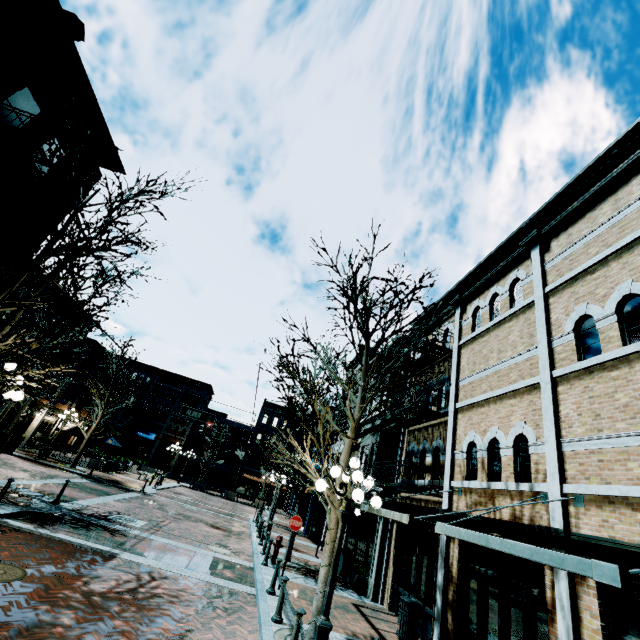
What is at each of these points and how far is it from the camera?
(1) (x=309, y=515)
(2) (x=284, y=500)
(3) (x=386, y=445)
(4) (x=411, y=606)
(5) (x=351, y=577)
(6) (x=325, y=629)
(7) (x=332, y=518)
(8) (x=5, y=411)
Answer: (1) building, 25.3 meters
(2) building, 45.2 meters
(3) banner, 14.2 meters
(4) garbage, 9.0 meters
(5) planter, 13.0 meters
(6) light, 5.7 meters
(7) tree, 7.9 meters
(8) building, 26.2 meters

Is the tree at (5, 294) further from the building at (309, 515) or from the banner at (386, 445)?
the banner at (386, 445)

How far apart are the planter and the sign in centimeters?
399cm

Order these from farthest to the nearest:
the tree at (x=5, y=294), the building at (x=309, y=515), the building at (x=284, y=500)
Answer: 1. the building at (x=284, y=500)
2. the building at (x=309, y=515)
3. the tree at (x=5, y=294)

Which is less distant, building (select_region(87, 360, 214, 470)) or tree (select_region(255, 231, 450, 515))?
tree (select_region(255, 231, 450, 515))

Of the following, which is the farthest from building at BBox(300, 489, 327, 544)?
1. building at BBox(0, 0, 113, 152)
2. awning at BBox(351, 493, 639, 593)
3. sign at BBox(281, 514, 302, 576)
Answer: building at BBox(0, 0, 113, 152)

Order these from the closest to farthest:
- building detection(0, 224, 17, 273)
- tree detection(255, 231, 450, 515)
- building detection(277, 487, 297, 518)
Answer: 1. tree detection(255, 231, 450, 515)
2. building detection(0, 224, 17, 273)
3. building detection(277, 487, 297, 518)

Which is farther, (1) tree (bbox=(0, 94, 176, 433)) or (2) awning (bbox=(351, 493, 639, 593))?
(1) tree (bbox=(0, 94, 176, 433))
